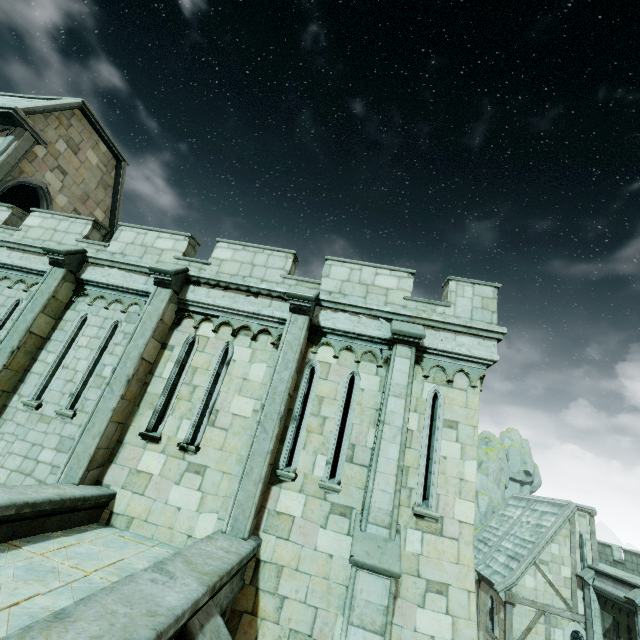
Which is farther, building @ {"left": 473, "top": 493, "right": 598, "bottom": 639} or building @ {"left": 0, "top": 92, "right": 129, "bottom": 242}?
building @ {"left": 473, "top": 493, "right": 598, "bottom": 639}

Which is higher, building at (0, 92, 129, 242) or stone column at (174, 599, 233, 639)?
building at (0, 92, 129, 242)

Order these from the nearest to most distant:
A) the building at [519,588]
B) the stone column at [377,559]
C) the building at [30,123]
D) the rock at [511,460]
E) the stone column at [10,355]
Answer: the stone column at [377,559], the stone column at [10,355], the building at [30,123], the building at [519,588], the rock at [511,460]

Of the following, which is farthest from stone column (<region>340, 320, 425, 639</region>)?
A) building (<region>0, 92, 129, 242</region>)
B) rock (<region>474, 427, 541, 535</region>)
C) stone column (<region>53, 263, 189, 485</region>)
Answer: rock (<region>474, 427, 541, 535</region>)

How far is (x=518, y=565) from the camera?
20.4m

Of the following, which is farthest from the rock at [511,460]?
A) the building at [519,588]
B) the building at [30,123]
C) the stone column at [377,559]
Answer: the stone column at [377,559]

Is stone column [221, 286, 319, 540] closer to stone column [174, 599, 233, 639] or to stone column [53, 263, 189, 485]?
stone column [174, 599, 233, 639]

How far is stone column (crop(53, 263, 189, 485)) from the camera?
6.64m
